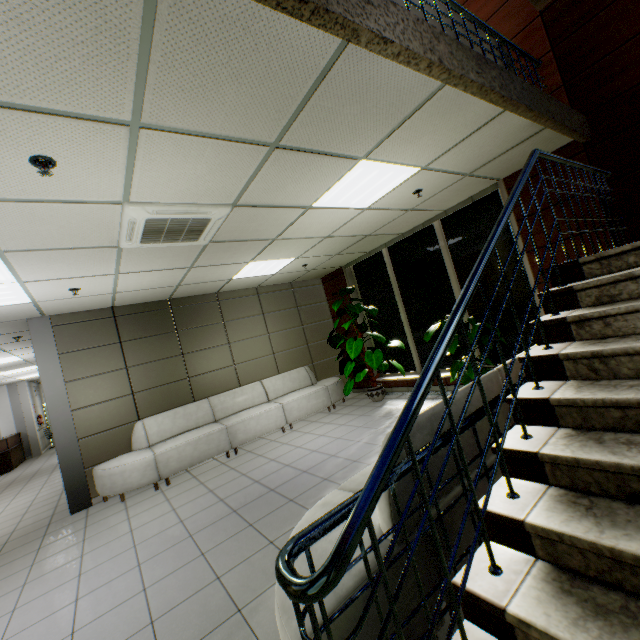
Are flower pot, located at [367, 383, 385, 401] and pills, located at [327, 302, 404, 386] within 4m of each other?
yes

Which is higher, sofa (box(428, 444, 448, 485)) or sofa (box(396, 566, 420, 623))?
sofa (box(428, 444, 448, 485))

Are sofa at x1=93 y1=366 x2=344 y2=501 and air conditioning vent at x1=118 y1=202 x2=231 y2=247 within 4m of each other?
yes

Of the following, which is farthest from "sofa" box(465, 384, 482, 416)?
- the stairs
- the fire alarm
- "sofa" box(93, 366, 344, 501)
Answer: "sofa" box(93, 366, 344, 501)

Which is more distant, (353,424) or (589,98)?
(353,424)

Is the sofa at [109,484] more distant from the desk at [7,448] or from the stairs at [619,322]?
the desk at [7,448]

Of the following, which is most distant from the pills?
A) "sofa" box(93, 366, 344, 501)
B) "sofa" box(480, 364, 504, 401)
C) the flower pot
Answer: "sofa" box(480, 364, 504, 401)

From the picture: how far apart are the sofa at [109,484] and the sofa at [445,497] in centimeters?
399cm
